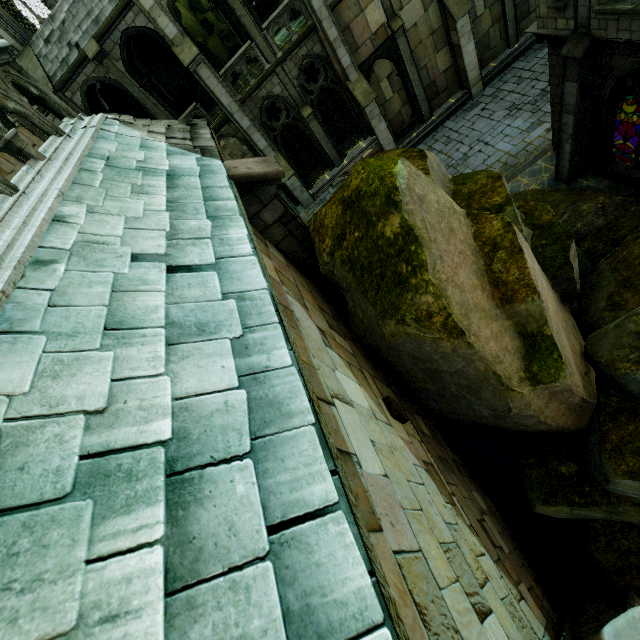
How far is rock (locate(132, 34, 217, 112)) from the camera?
16.5 meters

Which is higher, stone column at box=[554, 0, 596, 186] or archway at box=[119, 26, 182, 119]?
archway at box=[119, 26, 182, 119]

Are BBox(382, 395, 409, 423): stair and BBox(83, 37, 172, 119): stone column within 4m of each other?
no

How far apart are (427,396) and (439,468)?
1.2m

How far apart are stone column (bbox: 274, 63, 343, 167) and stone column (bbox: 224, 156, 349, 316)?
14.2m

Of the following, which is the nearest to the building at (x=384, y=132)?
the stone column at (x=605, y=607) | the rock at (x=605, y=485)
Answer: the rock at (x=605, y=485)

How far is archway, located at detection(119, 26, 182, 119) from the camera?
14.2 meters

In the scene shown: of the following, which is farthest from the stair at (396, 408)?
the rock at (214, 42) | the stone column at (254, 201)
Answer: the rock at (214, 42)
